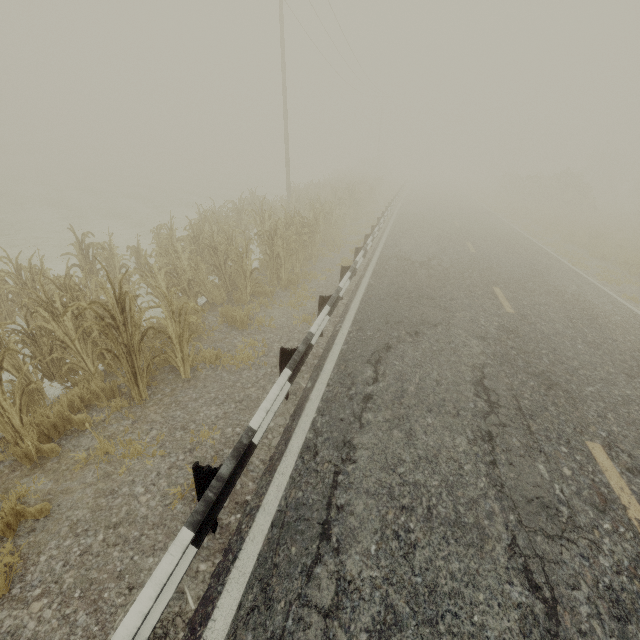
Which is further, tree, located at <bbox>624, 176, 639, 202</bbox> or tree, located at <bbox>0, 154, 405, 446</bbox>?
tree, located at <bbox>624, 176, 639, 202</bbox>

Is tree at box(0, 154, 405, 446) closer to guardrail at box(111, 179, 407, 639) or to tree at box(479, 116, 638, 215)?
guardrail at box(111, 179, 407, 639)

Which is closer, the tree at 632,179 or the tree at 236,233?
the tree at 236,233

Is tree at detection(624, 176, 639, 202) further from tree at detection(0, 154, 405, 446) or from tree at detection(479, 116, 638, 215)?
tree at detection(0, 154, 405, 446)

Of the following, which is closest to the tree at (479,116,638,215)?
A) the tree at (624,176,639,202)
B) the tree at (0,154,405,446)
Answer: the tree at (624,176,639,202)

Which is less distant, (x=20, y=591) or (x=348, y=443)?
→ (x=20, y=591)

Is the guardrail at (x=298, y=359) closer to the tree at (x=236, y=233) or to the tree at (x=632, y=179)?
the tree at (x=236, y=233)
